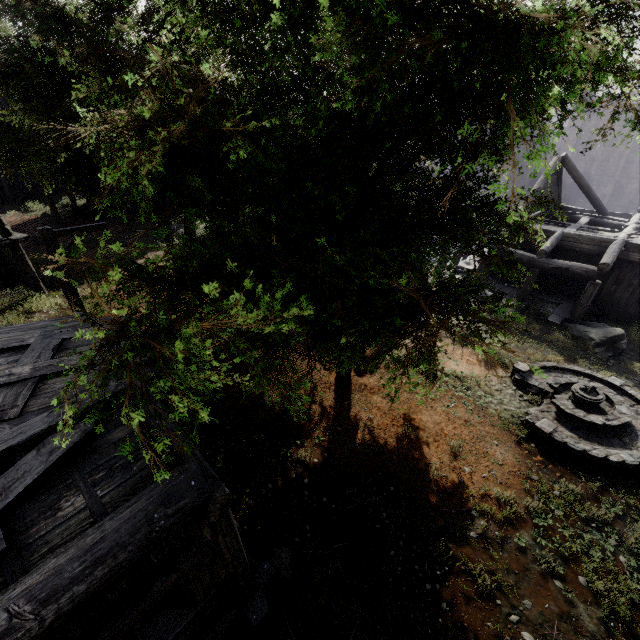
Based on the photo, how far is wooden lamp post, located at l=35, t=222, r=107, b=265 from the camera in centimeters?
802cm

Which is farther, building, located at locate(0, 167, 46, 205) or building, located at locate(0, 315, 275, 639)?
building, located at locate(0, 167, 46, 205)

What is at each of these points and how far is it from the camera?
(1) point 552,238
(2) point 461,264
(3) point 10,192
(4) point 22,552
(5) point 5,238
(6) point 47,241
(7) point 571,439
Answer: (1) building, 15.1 meters
(2) building, 20.5 meters
(3) building, 28.3 meters
(4) building, 3.4 meters
(5) building, 13.6 meters
(6) wooden lamp post, 8.1 meters
(7) fountain, 8.5 meters

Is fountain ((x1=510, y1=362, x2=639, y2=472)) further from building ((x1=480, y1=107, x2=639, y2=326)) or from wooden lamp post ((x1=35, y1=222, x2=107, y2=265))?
wooden lamp post ((x1=35, y1=222, x2=107, y2=265))

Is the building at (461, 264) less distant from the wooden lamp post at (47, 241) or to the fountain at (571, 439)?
the wooden lamp post at (47, 241)

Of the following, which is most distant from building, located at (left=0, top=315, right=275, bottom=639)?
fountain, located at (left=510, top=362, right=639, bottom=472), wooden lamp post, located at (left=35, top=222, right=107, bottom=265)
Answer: fountain, located at (left=510, top=362, right=639, bottom=472)

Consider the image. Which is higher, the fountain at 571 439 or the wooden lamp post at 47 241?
the wooden lamp post at 47 241
